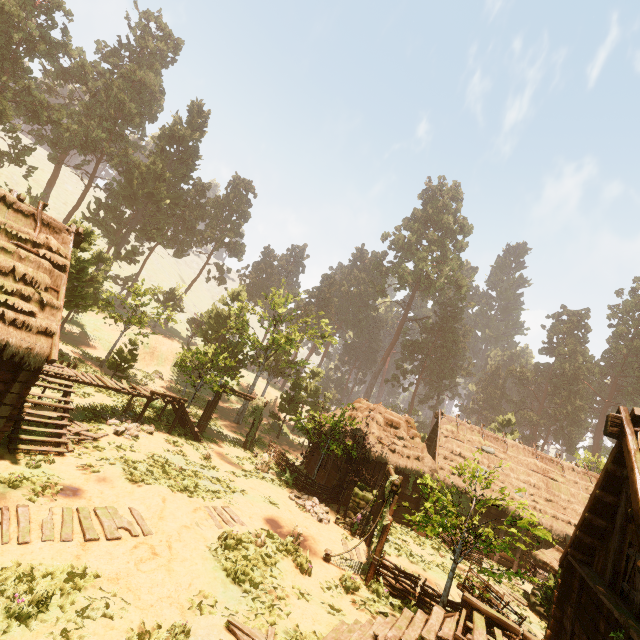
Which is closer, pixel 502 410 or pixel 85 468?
pixel 85 468

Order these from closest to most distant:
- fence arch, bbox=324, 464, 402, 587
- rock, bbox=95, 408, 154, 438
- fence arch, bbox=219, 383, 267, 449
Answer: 1. fence arch, bbox=324, 464, 402, 587
2. rock, bbox=95, 408, 154, 438
3. fence arch, bbox=219, 383, 267, 449

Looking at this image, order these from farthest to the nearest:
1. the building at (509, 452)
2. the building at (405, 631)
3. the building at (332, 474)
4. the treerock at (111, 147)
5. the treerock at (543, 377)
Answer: the treerock at (543, 377) < the treerock at (111, 147) < the building at (332, 474) < the building at (509, 452) < the building at (405, 631)

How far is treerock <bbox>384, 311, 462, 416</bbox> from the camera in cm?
5538

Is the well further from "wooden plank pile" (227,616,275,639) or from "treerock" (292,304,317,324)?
"wooden plank pile" (227,616,275,639)

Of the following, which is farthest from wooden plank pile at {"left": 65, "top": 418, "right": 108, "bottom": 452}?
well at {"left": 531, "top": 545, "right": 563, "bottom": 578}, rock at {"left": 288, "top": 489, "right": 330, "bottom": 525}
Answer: well at {"left": 531, "top": 545, "right": 563, "bottom": 578}

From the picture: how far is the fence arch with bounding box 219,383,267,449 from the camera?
22.42m

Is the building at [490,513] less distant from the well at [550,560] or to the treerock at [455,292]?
the treerock at [455,292]
